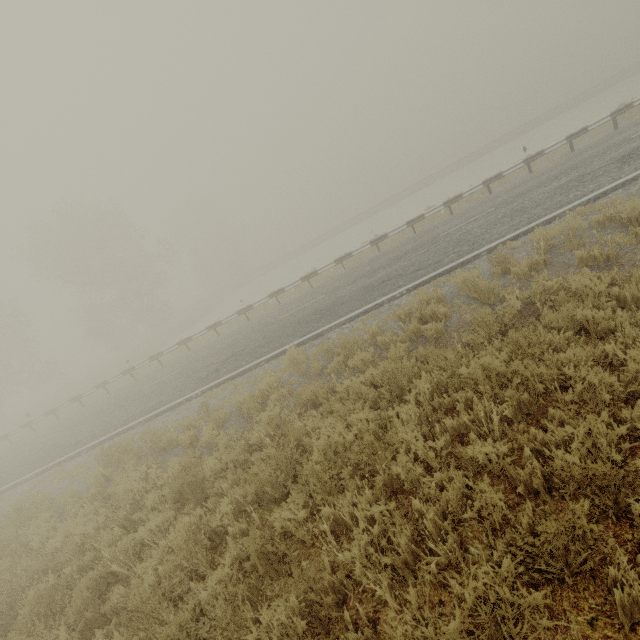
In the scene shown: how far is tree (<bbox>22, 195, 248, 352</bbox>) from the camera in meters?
32.0

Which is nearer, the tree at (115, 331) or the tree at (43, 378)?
the tree at (43, 378)

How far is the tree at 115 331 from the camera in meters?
32.0

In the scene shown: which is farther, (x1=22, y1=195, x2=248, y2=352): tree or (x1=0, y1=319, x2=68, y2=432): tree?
(x1=22, y1=195, x2=248, y2=352): tree

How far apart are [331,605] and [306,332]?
7.82m
